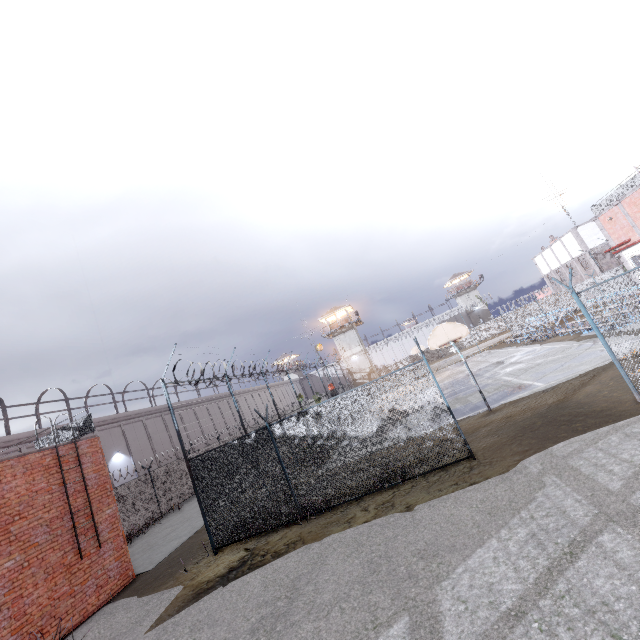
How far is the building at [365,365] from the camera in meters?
53.5

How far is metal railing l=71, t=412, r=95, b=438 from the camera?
12.02m

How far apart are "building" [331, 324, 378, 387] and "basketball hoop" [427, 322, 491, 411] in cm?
3961

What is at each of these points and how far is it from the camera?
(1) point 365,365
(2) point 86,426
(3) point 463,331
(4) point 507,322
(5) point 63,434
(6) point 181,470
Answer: (1) building, 53.59m
(2) metal railing, 12.07m
(3) basketball hoop, 13.66m
(4) fence, 37.31m
(5) metal railing, 12.28m
(6) fence, 22.77m

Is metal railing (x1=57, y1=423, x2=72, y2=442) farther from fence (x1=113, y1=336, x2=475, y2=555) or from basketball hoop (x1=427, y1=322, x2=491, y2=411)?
basketball hoop (x1=427, y1=322, x2=491, y2=411)

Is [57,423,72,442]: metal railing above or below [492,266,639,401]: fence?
above

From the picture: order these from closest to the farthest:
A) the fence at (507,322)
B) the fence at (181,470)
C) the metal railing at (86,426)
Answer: the fence at (507,322) → the fence at (181,470) → the metal railing at (86,426)
